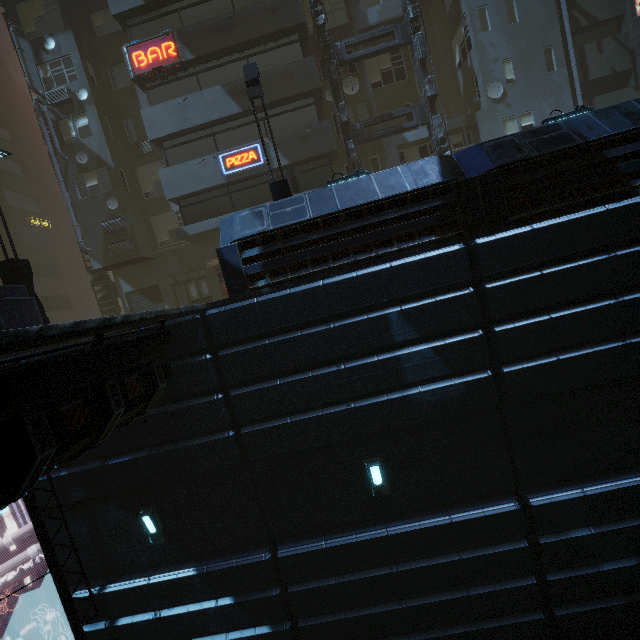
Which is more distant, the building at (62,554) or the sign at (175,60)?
the sign at (175,60)

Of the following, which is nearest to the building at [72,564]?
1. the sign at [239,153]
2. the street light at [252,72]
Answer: the sign at [239,153]

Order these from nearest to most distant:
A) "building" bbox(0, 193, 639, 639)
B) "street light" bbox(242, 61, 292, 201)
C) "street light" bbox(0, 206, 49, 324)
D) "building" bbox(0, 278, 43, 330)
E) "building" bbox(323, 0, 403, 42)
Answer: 1. "building" bbox(0, 193, 639, 639)
2. "building" bbox(0, 278, 43, 330)
3. "street light" bbox(242, 61, 292, 201)
4. "street light" bbox(0, 206, 49, 324)
5. "building" bbox(323, 0, 403, 42)

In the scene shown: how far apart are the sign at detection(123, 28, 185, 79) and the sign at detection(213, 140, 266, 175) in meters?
4.4

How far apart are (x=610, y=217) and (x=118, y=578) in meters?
14.2

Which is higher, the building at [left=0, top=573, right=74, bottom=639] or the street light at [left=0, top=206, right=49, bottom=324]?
the street light at [left=0, top=206, right=49, bottom=324]

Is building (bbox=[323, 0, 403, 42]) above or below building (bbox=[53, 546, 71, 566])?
above

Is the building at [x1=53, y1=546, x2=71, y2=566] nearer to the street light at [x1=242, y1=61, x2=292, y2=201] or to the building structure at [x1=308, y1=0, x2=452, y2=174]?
the building structure at [x1=308, y1=0, x2=452, y2=174]
